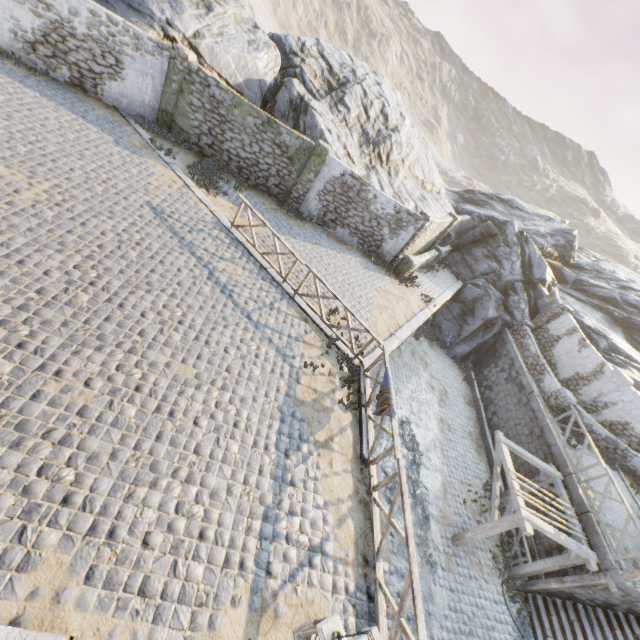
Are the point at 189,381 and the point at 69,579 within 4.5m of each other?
yes

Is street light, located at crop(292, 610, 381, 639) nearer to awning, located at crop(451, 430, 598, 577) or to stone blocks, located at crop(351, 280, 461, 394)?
stone blocks, located at crop(351, 280, 461, 394)

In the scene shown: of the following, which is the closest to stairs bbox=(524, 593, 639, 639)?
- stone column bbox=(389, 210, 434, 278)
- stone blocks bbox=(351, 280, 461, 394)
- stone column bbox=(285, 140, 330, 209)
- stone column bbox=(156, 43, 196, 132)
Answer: stone blocks bbox=(351, 280, 461, 394)

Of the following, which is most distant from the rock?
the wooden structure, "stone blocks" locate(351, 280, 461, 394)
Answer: the wooden structure

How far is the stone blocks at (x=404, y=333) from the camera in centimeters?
998cm

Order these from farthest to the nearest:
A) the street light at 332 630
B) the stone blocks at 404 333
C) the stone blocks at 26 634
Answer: the stone blocks at 404 333
the stone blocks at 26 634
the street light at 332 630

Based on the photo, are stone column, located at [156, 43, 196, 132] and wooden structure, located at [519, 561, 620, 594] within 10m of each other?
no

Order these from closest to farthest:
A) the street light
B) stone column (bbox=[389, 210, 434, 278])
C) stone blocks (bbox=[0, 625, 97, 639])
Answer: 1. the street light
2. stone blocks (bbox=[0, 625, 97, 639])
3. stone column (bbox=[389, 210, 434, 278])
